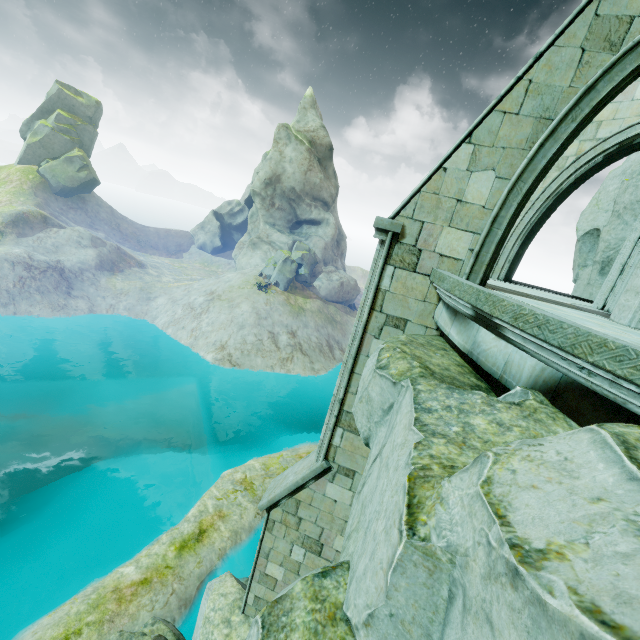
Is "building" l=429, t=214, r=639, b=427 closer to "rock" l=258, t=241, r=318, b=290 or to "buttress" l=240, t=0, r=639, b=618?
"buttress" l=240, t=0, r=639, b=618

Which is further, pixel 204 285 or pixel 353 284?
pixel 353 284

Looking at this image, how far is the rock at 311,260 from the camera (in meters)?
39.50

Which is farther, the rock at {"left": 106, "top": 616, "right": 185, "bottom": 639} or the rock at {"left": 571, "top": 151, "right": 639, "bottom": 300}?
the rock at {"left": 571, "top": 151, "right": 639, "bottom": 300}

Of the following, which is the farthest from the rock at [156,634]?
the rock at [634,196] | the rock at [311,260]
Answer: the rock at [311,260]

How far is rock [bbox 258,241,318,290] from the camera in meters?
39.5 m

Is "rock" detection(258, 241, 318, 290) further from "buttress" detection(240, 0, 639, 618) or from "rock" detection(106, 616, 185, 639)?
"buttress" detection(240, 0, 639, 618)

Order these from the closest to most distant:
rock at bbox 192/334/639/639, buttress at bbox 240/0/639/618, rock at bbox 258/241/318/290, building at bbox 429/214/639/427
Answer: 1. rock at bbox 192/334/639/639
2. building at bbox 429/214/639/427
3. buttress at bbox 240/0/639/618
4. rock at bbox 258/241/318/290
